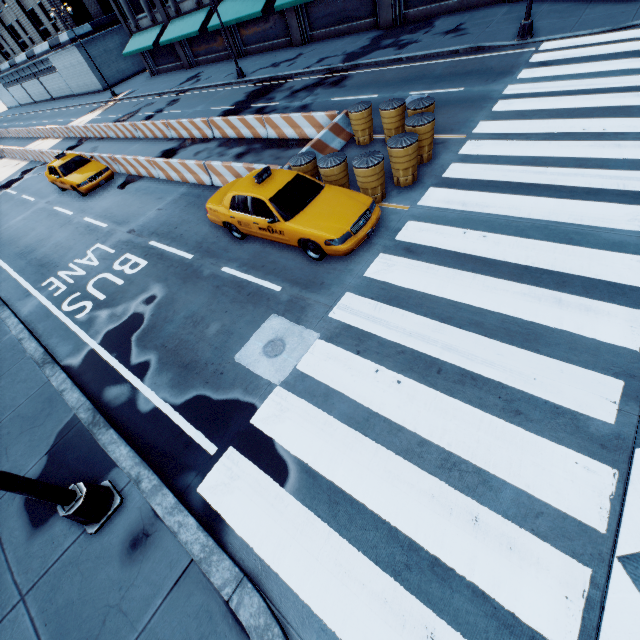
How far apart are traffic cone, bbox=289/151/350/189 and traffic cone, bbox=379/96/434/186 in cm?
193

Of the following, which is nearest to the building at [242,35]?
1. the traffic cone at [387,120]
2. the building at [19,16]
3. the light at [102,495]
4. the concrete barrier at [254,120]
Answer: the building at [19,16]

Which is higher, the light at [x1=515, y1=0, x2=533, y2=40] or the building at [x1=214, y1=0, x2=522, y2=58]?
the building at [x1=214, y1=0, x2=522, y2=58]

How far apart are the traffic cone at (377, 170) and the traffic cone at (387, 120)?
1.4m

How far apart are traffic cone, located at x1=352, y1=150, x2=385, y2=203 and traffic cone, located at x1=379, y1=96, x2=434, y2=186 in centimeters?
143cm

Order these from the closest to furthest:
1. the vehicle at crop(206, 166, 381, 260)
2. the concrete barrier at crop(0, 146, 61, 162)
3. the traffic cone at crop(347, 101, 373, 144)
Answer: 1. the vehicle at crop(206, 166, 381, 260)
2. the traffic cone at crop(347, 101, 373, 144)
3. the concrete barrier at crop(0, 146, 61, 162)

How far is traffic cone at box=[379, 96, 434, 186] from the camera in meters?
8.3 m

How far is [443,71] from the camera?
14.05m
